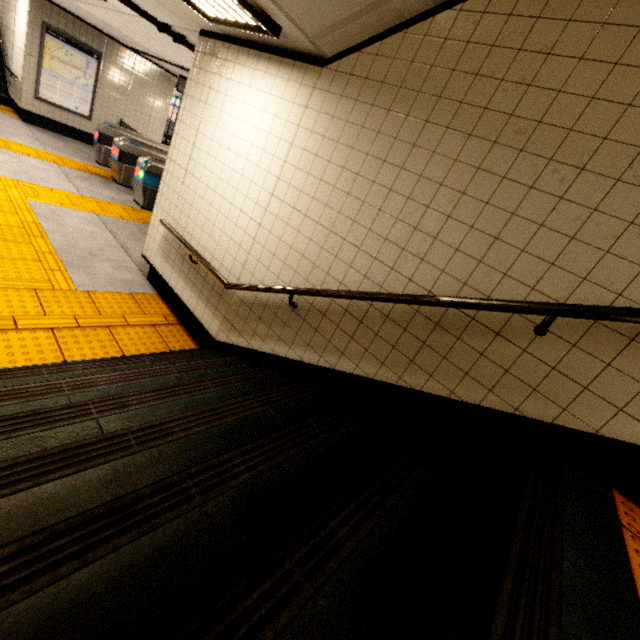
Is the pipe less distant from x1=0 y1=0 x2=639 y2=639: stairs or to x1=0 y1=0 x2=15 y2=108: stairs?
x1=0 y1=0 x2=639 y2=639: stairs

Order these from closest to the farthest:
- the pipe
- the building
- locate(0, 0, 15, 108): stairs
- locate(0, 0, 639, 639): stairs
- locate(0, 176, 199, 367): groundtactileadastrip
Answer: locate(0, 0, 639, 639): stairs → locate(0, 176, 199, 367): groundtactileadastrip → the pipe → locate(0, 0, 15, 108): stairs → the building

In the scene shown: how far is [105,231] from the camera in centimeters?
525cm

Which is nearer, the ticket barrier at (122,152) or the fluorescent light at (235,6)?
the fluorescent light at (235,6)

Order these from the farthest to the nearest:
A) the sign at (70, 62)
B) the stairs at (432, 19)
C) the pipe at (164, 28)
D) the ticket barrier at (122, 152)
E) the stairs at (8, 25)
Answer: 1. the stairs at (8, 25)
2. the sign at (70, 62)
3. the ticket barrier at (122, 152)
4. the pipe at (164, 28)
5. the stairs at (432, 19)

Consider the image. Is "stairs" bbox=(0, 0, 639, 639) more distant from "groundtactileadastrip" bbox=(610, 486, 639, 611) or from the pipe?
the pipe

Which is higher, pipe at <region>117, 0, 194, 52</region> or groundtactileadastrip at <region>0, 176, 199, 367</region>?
pipe at <region>117, 0, 194, 52</region>

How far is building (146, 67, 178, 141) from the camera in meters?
10.2 m
